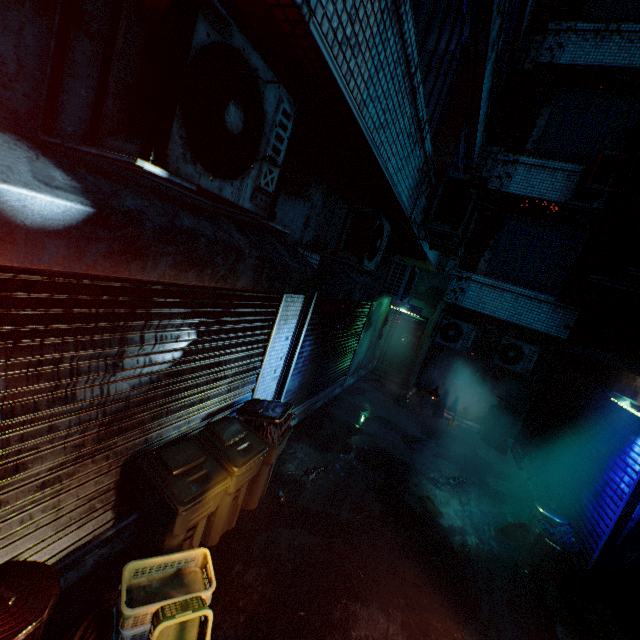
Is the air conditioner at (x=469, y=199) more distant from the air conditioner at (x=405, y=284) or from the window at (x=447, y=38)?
the air conditioner at (x=405, y=284)

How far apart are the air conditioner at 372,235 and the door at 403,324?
6.0m

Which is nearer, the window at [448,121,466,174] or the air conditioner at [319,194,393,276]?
the air conditioner at [319,194,393,276]

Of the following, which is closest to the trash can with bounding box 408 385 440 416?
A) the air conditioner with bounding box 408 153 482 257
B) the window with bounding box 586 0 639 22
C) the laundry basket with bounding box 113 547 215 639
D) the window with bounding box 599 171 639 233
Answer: the air conditioner with bounding box 408 153 482 257

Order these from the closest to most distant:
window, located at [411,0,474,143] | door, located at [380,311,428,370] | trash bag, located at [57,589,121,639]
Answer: trash bag, located at [57,589,121,639] → window, located at [411,0,474,143] → door, located at [380,311,428,370]

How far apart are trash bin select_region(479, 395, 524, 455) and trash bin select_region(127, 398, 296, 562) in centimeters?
597cm

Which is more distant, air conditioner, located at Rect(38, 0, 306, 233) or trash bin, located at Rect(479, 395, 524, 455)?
trash bin, located at Rect(479, 395, 524, 455)

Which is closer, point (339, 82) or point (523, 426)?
point (339, 82)
